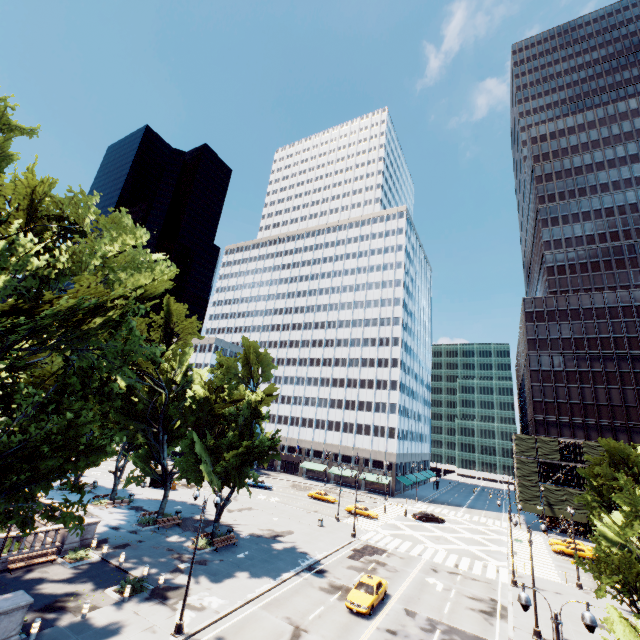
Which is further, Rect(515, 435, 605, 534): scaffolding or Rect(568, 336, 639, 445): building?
Rect(568, 336, 639, 445): building

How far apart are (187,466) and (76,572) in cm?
987

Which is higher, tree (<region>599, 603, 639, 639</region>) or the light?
the light

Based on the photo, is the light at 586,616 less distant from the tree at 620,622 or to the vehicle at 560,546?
the tree at 620,622

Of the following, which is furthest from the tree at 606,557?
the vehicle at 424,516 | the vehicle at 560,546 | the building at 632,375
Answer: the building at 632,375

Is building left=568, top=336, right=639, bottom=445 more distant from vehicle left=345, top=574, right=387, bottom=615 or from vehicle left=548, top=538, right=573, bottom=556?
vehicle left=345, top=574, right=387, bottom=615

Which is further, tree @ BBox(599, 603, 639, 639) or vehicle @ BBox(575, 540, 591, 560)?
vehicle @ BBox(575, 540, 591, 560)

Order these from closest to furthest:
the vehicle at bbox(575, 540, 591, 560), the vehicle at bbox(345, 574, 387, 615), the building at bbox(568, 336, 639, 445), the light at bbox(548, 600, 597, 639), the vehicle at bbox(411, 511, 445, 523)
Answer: the light at bbox(548, 600, 597, 639) → the vehicle at bbox(345, 574, 387, 615) → the vehicle at bbox(575, 540, 591, 560) → the vehicle at bbox(411, 511, 445, 523) → the building at bbox(568, 336, 639, 445)
